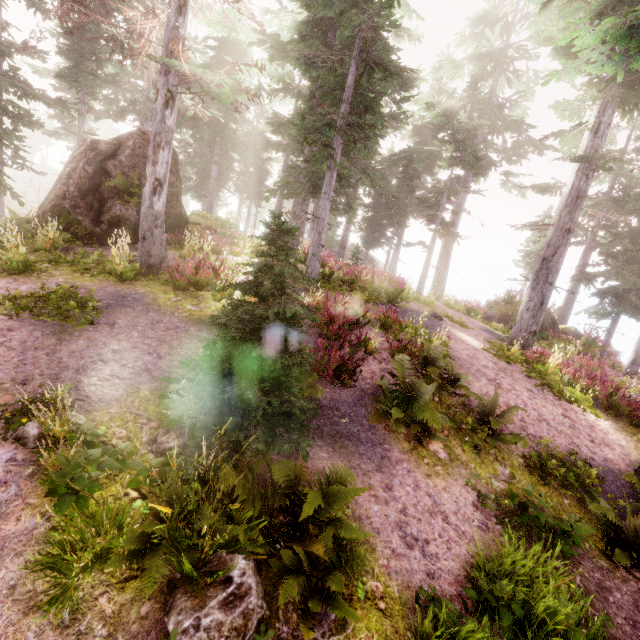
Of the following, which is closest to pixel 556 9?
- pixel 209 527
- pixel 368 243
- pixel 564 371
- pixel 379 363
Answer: pixel 564 371

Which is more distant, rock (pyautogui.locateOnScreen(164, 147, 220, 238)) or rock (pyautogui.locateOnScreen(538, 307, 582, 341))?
rock (pyautogui.locateOnScreen(538, 307, 582, 341))

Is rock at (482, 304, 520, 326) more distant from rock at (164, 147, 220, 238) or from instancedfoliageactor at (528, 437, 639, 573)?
rock at (164, 147, 220, 238)

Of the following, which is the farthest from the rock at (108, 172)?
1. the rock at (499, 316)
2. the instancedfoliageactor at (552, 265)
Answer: the rock at (499, 316)

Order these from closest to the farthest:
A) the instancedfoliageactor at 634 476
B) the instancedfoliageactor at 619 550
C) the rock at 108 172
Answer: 1. the instancedfoliageactor at 619 550
2. the instancedfoliageactor at 634 476
3. the rock at 108 172

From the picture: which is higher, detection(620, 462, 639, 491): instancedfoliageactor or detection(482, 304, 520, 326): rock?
detection(482, 304, 520, 326): rock

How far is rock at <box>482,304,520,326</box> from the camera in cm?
1959

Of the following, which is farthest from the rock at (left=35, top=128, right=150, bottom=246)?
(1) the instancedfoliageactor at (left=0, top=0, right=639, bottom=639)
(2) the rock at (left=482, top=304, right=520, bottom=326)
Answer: (2) the rock at (left=482, top=304, right=520, bottom=326)
